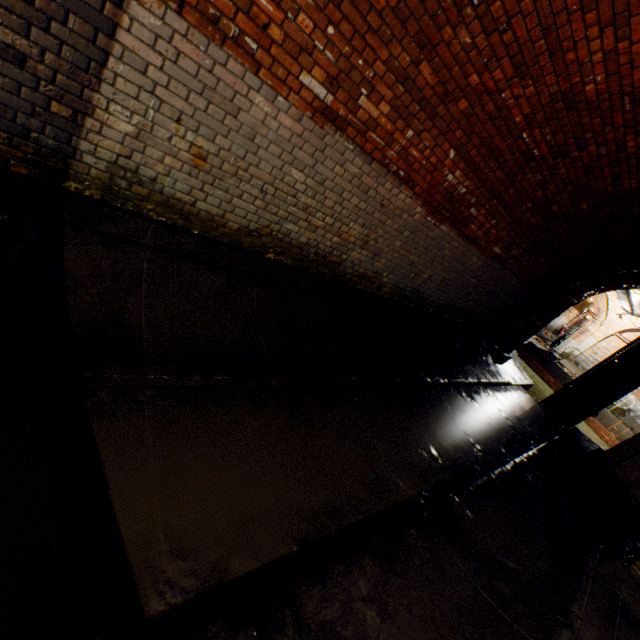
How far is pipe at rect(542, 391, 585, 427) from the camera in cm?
1124

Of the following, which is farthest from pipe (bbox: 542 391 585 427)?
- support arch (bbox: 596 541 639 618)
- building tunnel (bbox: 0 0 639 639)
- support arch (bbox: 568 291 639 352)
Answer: support arch (bbox: 568 291 639 352)

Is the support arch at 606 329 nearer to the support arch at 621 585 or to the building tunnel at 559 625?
the building tunnel at 559 625

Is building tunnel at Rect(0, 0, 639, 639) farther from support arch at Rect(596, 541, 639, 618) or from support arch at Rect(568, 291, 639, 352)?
support arch at Rect(568, 291, 639, 352)

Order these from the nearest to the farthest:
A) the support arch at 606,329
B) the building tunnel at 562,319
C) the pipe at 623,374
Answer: the pipe at 623,374 → the support arch at 606,329 → the building tunnel at 562,319

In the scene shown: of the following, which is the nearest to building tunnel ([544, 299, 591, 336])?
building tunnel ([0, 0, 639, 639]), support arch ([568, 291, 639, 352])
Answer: support arch ([568, 291, 639, 352])

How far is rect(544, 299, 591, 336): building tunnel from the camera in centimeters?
2923cm

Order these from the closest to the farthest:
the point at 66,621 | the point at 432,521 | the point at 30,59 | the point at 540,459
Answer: the point at 66,621 → the point at 30,59 → the point at 432,521 → the point at 540,459
